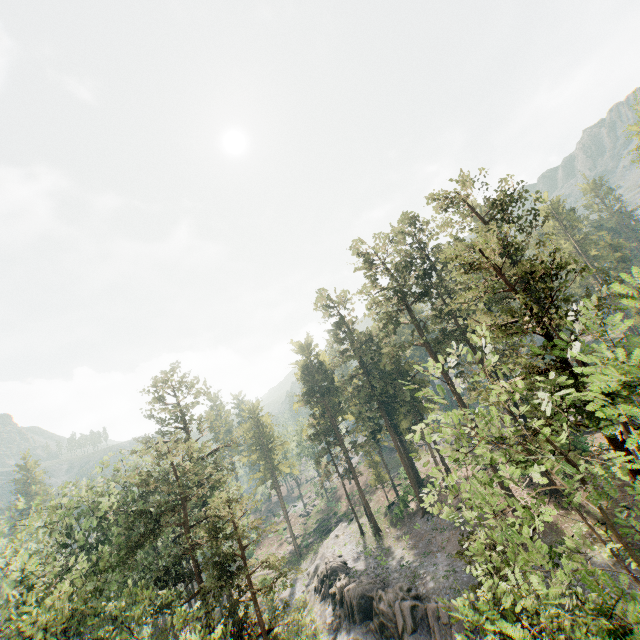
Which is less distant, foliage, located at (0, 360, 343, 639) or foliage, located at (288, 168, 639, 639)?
foliage, located at (288, 168, 639, 639)

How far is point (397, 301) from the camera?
33.8m

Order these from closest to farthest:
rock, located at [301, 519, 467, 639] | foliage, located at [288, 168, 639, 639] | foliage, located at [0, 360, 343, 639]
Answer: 1. foliage, located at [288, 168, 639, 639]
2. foliage, located at [0, 360, 343, 639]
3. rock, located at [301, 519, 467, 639]

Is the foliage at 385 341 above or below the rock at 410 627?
above

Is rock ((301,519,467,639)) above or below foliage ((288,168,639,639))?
below

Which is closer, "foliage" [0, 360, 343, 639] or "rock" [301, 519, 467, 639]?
"foliage" [0, 360, 343, 639]

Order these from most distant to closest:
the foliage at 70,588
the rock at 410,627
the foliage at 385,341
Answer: the rock at 410,627 → the foliage at 70,588 → the foliage at 385,341
